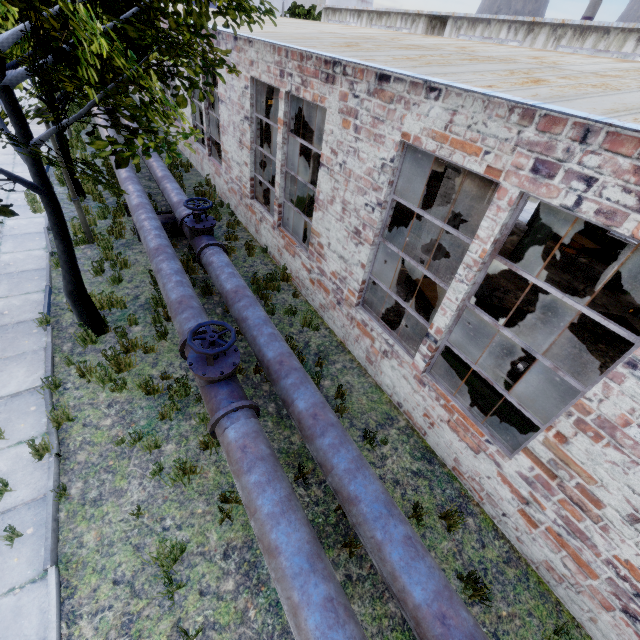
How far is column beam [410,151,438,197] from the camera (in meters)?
14.61

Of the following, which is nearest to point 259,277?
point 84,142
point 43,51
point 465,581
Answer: point 43,51

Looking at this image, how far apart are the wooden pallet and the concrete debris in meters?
0.0

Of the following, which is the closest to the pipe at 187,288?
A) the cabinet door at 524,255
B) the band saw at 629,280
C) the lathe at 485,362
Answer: the lathe at 485,362

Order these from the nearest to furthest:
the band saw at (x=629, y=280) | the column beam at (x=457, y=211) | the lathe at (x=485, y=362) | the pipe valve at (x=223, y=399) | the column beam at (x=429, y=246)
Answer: the pipe valve at (x=223, y=399) < the lathe at (x=485, y=362) < the column beam at (x=457, y=211) < the column beam at (x=429, y=246) < the band saw at (x=629, y=280)

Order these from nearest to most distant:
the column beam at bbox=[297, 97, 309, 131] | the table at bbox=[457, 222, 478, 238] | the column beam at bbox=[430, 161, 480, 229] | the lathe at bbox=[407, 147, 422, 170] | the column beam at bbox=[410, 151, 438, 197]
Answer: the column beam at bbox=[430, 161, 480, 229] → the table at bbox=[457, 222, 478, 238] → the column beam at bbox=[410, 151, 438, 197] → the lathe at bbox=[407, 147, 422, 170] → the column beam at bbox=[297, 97, 309, 131]

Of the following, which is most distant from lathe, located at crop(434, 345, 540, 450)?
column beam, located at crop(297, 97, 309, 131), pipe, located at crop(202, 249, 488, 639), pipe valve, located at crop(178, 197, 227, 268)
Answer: column beam, located at crop(297, 97, 309, 131)

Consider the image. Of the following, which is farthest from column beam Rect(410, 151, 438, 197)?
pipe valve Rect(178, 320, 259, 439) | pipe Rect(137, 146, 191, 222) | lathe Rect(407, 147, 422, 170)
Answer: pipe valve Rect(178, 320, 259, 439)
